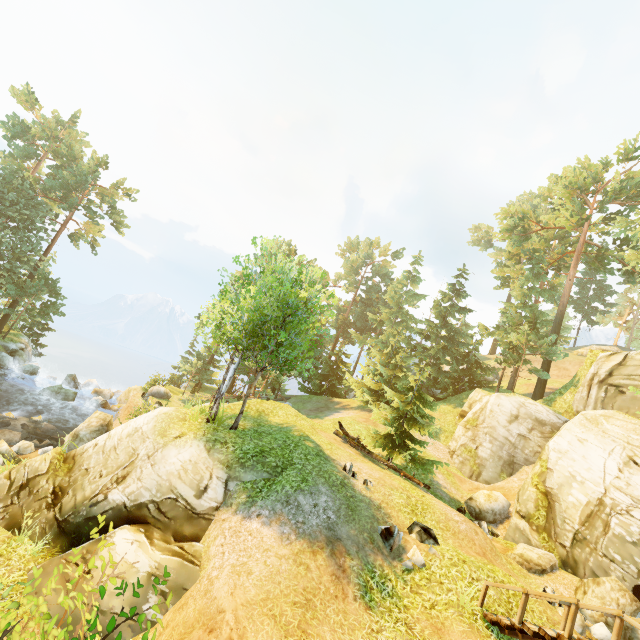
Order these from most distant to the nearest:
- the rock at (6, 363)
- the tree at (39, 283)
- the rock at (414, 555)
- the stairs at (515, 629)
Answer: the tree at (39, 283), the rock at (6, 363), the rock at (414, 555), the stairs at (515, 629)

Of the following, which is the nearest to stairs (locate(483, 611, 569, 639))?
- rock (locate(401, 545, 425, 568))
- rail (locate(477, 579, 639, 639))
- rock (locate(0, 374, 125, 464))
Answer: rail (locate(477, 579, 639, 639))

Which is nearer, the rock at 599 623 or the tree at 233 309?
the rock at 599 623

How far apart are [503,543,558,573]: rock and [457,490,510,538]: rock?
2.7 meters

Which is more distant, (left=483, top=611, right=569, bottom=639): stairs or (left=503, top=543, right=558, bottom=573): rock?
(left=503, top=543, right=558, bottom=573): rock

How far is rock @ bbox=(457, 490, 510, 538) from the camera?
16.03m

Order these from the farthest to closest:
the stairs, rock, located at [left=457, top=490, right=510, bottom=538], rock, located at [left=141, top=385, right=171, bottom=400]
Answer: rock, located at [left=141, top=385, right=171, bottom=400] → rock, located at [left=457, top=490, right=510, bottom=538] → the stairs

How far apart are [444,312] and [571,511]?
26.0m
